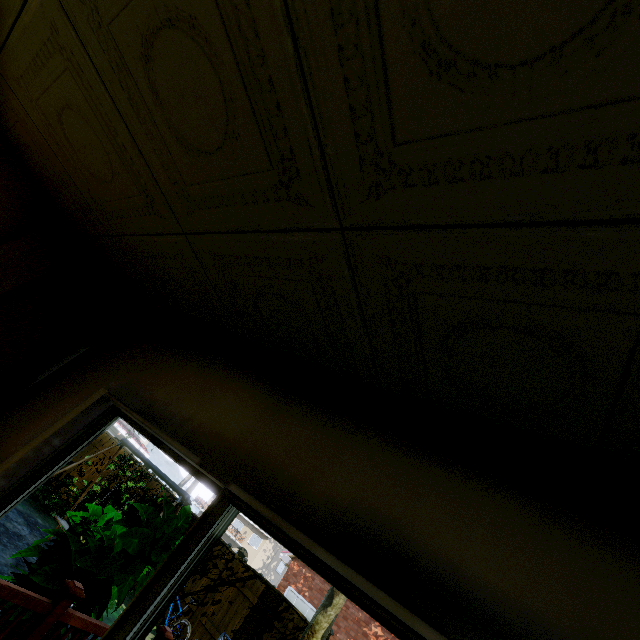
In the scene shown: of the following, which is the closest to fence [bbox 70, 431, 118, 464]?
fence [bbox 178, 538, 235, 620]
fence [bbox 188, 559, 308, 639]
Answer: fence [bbox 178, 538, 235, 620]

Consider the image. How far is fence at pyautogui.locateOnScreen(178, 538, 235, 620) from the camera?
8.7 meters

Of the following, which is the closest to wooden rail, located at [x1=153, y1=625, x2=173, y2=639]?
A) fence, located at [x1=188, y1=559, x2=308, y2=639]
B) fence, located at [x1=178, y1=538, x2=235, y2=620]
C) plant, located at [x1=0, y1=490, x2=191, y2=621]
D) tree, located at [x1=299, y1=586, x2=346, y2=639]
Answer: plant, located at [x1=0, y1=490, x2=191, y2=621]

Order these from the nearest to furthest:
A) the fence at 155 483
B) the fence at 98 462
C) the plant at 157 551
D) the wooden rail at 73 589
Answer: the wooden rail at 73 589 → the plant at 157 551 → the fence at 98 462 → the fence at 155 483

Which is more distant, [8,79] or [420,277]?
[8,79]

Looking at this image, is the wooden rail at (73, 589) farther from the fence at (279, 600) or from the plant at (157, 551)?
the fence at (279, 600)

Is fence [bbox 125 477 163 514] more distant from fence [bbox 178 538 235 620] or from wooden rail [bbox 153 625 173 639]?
wooden rail [bbox 153 625 173 639]

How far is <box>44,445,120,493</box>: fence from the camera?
10.69m
